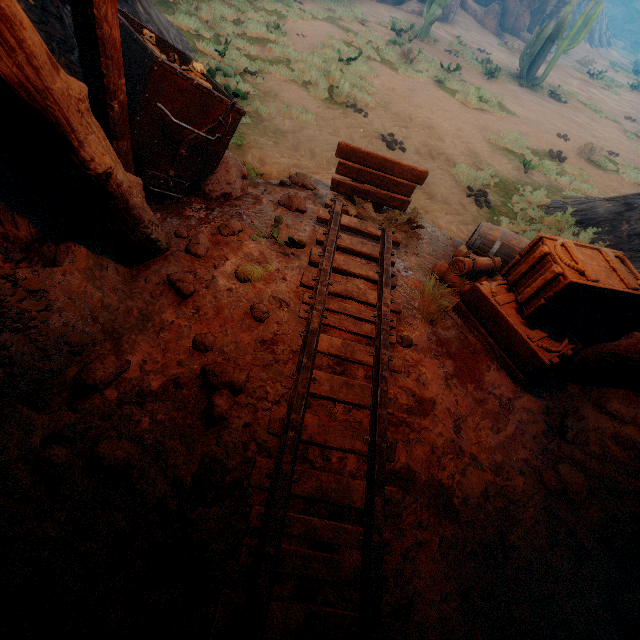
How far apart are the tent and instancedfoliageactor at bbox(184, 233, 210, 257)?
2.7 meters

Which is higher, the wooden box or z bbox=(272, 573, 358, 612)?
the wooden box

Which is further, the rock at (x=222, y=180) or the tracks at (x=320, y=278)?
the rock at (x=222, y=180)

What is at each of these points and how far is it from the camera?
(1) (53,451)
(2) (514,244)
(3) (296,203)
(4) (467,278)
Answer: (1) instancedfoliageactor, 2.0m
(2) barrel, 4.5m
(3) instancedfoliageactor, 4.3m
(4) tent, 4.2m

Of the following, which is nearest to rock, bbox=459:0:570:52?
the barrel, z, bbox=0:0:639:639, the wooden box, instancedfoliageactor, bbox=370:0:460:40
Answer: instancedfoliageactor, bbox=370:0:460:40

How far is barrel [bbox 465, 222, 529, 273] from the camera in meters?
4.5

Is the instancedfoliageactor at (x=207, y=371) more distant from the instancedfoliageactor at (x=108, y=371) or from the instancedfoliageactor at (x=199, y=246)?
the instancedfoliageactor at (x=199, y=246)

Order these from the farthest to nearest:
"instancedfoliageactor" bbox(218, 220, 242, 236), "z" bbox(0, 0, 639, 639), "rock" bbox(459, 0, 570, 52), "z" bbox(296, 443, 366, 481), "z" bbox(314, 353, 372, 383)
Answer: "rock" bbox(459, 0, 570, 52)
"instancedfoliageactor" bbox(218, 220, 242, 236)
"z" bbox(314, 353, 372, 383)
"z" bbox(296, 443, 366, 481)
"z" bbox(0, 0, 639, 639)
